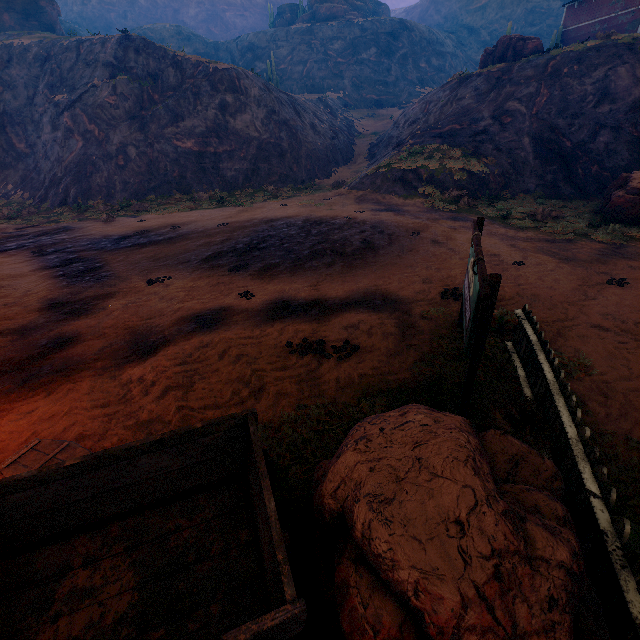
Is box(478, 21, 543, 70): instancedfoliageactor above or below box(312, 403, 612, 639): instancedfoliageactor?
above

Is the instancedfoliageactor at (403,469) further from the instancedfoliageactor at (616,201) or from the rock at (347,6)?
the rock at (347,6)

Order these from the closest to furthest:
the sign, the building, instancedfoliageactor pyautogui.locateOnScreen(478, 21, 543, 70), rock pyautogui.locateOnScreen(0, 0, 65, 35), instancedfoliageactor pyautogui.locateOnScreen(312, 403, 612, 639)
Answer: instancedfoliageactor pyautogui.locateOnScreen(312, 403, 612, 639) < the sign < instancedfoliageactor pyautogui.locateOnScreen(478, 21, 543, 70) < the building < rock pyautogui.locateOnScreen(0, 0, 65, 35)

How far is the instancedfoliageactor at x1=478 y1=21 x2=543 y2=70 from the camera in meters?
25.0 m

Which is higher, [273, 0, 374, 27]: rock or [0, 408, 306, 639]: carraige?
[273, 0, 374, 27]: rock

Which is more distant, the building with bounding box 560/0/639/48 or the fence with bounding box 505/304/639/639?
the building with bounding box 560/0/639/48

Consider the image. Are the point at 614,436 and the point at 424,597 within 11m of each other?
yes

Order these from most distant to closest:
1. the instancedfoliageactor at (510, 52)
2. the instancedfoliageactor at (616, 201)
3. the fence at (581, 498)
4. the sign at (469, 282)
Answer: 1. the instancedfoliageactor at (510, 52)
2. the instancedfoliageactor at (616, 201)
3. the sign at (469, 282)
4. the fence at (581, 498)
